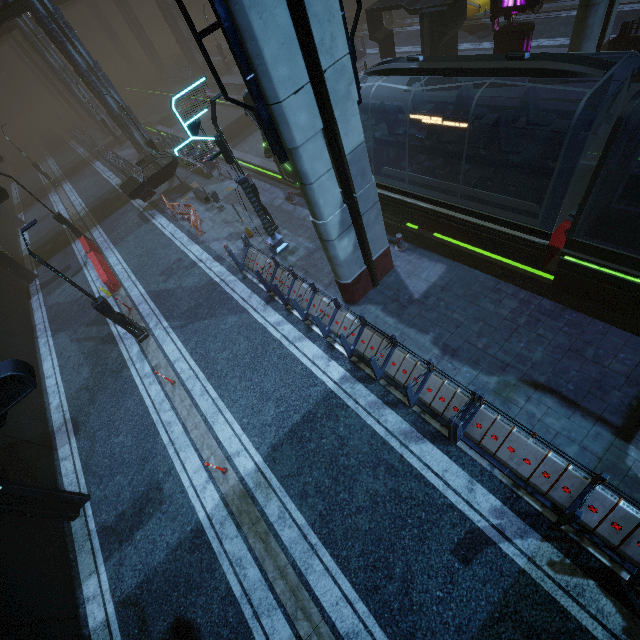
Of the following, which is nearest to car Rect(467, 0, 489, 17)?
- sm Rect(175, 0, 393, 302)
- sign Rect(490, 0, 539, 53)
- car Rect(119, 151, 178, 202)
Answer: sign Rect(490, 0, 539, 53)

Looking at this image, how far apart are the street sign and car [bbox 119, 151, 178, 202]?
10.86m

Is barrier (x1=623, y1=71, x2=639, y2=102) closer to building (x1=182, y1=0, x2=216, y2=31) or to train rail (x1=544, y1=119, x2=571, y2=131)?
train rail (x1=544, y1=119, x2=571, y2=131)

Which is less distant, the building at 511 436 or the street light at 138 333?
the building at 511 436

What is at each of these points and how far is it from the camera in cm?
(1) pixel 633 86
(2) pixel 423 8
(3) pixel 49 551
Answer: (1) barrier, 1263
(2) building, 1659
(3) building, 894

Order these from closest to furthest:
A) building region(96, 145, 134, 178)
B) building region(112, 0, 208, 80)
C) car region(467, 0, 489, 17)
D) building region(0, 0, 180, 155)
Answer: car region(467, 0, 489, 17) → building region(0, 0, 180, 155) → building region(96, 145, 134, 178) → building region(112, 0, 208, 80)

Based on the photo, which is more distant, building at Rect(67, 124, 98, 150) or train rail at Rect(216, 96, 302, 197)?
building at Rect(67, 124, 98, 150)

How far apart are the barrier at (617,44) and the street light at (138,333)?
24.23m
